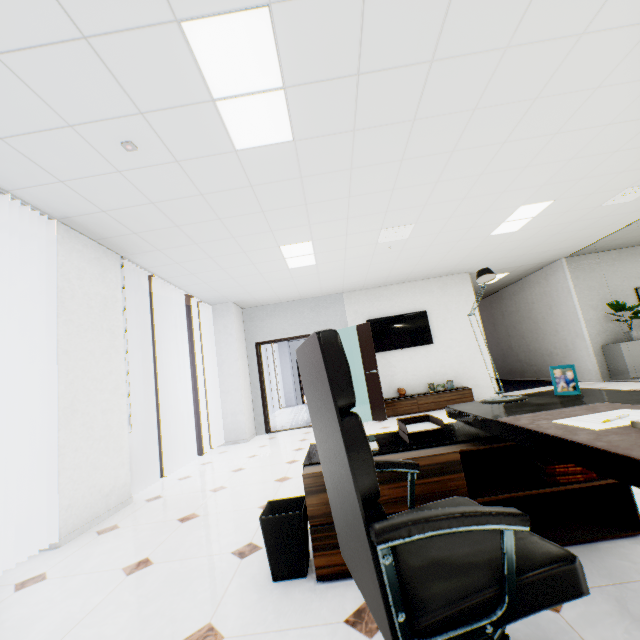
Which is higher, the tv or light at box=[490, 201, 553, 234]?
light at box=[490, 201, 553, 234]

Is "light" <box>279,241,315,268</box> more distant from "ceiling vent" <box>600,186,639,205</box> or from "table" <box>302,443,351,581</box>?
"ceiling vent" <box>600,186,639,205</box>

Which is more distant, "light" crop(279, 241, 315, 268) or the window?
"light" crop(279, 241, 315, 268)

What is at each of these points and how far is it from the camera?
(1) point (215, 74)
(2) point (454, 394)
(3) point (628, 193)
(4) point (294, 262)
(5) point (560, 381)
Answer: (1) light, 2.01m
(2) cupboard, 6.87m
(3) ceiling vent, 4.71m
(4) light, 5.37m
(5) picture frame, 1.81m

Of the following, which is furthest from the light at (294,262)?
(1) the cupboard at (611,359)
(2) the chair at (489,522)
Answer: (1) the cupboard at (611,359)

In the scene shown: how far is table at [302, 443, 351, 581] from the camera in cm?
169

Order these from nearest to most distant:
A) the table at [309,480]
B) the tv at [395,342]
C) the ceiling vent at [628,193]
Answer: the table at [309,480], the ceiling vent at [628,193], the tv at [395,342]

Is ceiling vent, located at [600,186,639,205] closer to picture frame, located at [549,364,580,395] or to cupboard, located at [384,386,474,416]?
cupboard, located at [384,386,474,416]
